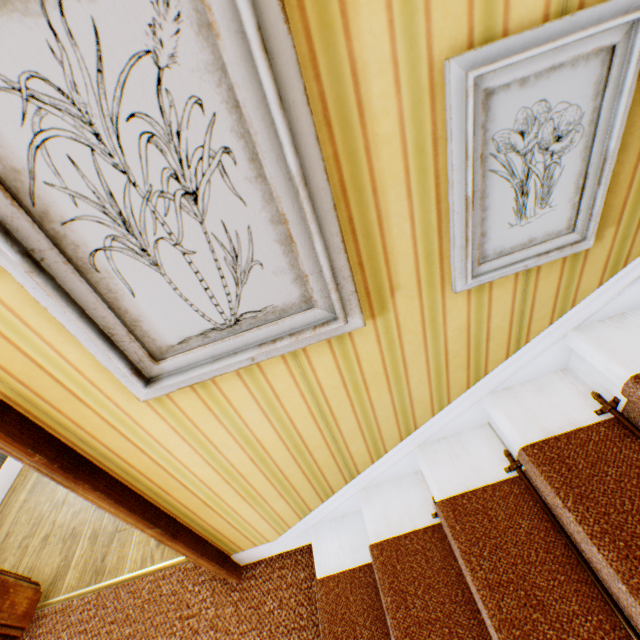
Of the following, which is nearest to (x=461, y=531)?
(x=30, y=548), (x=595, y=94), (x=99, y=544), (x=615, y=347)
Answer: (x=615, y=347)
